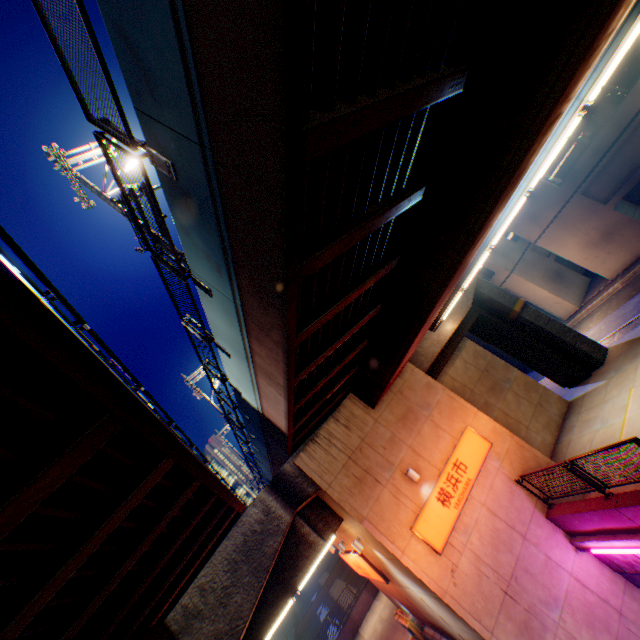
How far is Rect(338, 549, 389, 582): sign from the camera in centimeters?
1403cm

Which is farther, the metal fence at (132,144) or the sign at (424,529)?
the sign at (424,529)

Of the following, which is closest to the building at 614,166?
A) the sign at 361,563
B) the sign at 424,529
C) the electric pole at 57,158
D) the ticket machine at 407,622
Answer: the sign at 424,529

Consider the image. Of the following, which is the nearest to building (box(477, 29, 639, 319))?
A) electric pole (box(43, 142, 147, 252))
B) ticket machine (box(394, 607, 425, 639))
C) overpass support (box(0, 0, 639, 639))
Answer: overpass support (box(0, 0, 639, 639))

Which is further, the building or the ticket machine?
the building

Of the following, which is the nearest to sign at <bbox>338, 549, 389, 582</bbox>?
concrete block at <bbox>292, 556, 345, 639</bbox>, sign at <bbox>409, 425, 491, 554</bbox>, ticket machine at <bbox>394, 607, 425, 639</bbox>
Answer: ticket machine at <bbox>394, 607, 425, 639</bbox>

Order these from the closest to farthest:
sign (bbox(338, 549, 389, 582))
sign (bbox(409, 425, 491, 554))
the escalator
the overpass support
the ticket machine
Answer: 1. the overpass support
2. sign (bbox(409, 425, 491, 554))
3. the escalator
4. sign (bbox(338, 549, 389, 582))
5. the ticket machine

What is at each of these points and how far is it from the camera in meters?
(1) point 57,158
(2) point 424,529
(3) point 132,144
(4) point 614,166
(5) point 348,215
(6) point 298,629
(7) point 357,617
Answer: (1) electric pole, 9.3 m
(2) sign, 10.6 m
(3) metal fence, 4.3 m
(4) building, 20.1 m
(5) overpass support, 5.0 m
(6) concrete block, 40.9 m
(7) concrete block, 24.0 m
